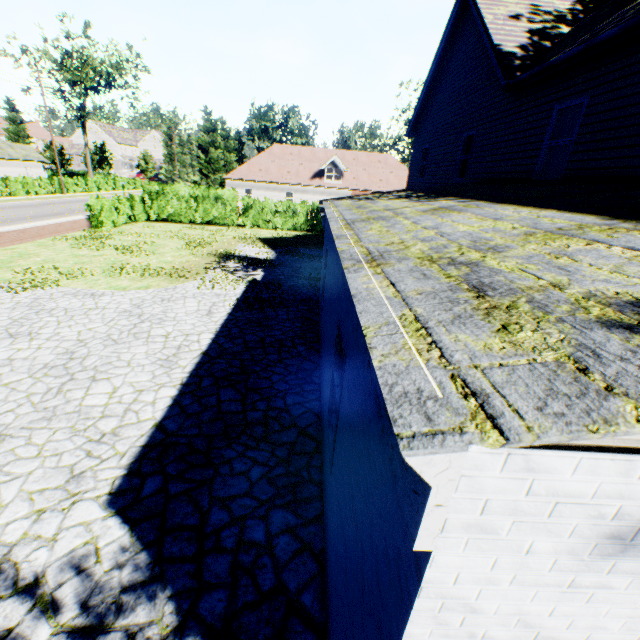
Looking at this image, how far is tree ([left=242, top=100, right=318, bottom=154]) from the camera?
45.4m

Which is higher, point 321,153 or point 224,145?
point 224,145

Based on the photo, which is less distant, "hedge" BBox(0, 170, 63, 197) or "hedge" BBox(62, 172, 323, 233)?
"hedge" BBox(62, 172, 323, 233)

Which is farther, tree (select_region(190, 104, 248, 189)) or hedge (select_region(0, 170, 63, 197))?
tree (select_region(190, 104, 248, 189))

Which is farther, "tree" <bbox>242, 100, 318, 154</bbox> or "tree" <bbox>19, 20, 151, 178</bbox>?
"tree" <bbox>242, 100, 318, 154</bbox>

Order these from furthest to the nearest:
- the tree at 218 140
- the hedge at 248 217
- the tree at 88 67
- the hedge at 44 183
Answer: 1. the tree at 88 67
2. the tree at 218 140
3. the hedge at 44 183
4. the hedge at 248 217

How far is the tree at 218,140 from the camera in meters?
37.1

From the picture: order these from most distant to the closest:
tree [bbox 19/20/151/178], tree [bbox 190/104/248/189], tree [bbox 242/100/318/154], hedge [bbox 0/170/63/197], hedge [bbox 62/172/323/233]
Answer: → tree [bbox 242/100/318/154], tree [bbox 19/20/151/178], tree [bbox 190/104/248/189], hedge [bbox 0/170/63/197], hedge [bbox 62/172/323/233]
